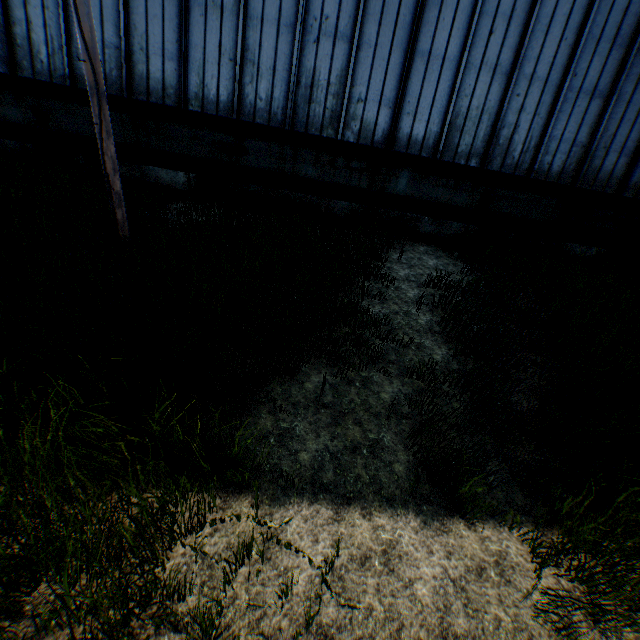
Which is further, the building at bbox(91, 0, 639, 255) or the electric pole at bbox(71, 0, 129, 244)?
the building at bbox(91, 0, 639, 255)

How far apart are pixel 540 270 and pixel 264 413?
8.56m

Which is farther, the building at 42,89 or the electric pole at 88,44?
the building at 42,89
